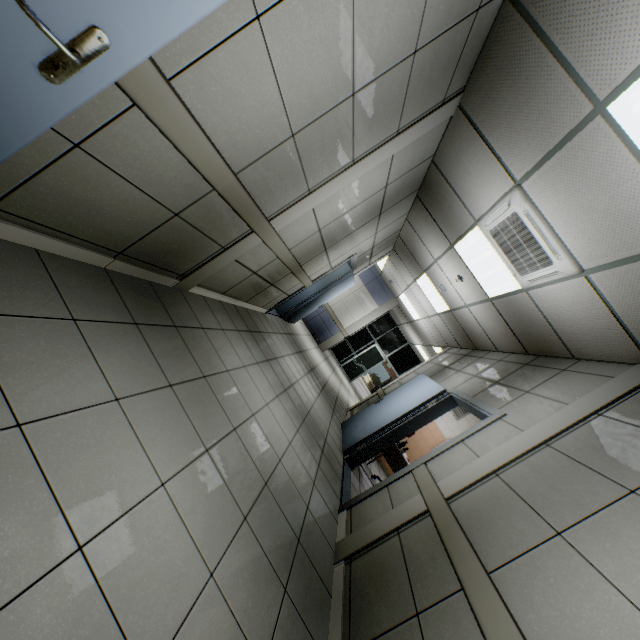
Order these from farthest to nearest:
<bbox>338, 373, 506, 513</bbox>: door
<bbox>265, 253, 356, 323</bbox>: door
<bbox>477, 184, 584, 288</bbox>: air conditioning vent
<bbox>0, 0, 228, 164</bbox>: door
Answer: <bbox>265, 253, 356, 323</bbox>: door
<bbox>338, 373, 506, 513</bbox>: door
<bbox>477, 184, 584, 288</bbox>: air conditioning vent
<bbox>0, 0, 228, 164</bbox>: door

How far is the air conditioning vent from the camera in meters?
2.9 m

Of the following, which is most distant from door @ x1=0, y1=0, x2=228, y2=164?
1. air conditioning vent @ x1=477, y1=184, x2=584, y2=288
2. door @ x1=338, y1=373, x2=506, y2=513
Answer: door @ x1=338, y1=373, x2=506, y2=513

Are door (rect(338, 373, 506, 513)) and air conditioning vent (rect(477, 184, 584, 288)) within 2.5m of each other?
yes

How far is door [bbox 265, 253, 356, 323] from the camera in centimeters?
651cm

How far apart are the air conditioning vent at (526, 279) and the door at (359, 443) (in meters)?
1.47

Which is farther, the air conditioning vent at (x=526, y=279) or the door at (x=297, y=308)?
the door at (x=297, y=308)

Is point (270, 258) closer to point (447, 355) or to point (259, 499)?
point (259, 499)
